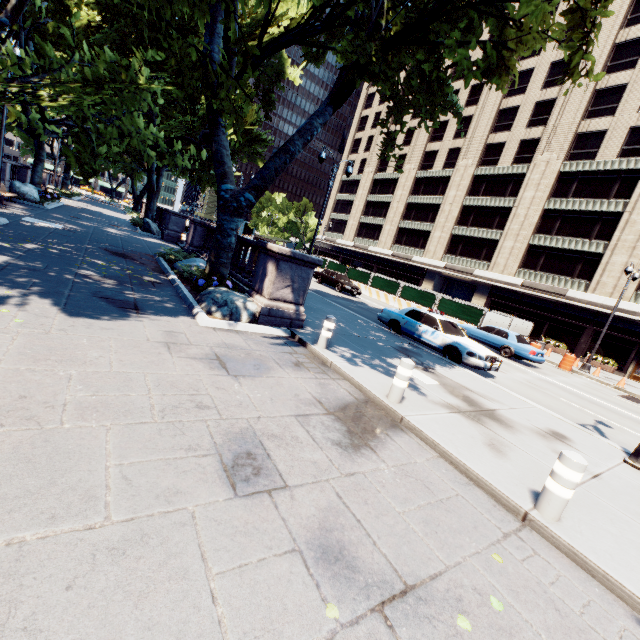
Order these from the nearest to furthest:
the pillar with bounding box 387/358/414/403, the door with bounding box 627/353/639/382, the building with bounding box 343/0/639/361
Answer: the pillar with bounding box 387/358/414/403 < the door with bounding box 627/353/639/382 < the building with bounding box 343/0/639/361

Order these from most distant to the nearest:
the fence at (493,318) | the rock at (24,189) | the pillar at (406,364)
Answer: the fence at (493,318) < the rock at (24,189) < the pillar at (406,364)

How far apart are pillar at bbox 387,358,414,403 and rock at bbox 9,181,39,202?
25.6m

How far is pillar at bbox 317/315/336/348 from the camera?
7.93m

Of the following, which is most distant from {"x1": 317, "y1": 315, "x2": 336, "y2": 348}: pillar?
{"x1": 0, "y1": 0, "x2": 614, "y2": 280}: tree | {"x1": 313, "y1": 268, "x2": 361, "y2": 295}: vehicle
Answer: {"x1": 313, "y1": 268, "x2": 361, "y2": 295}: vehicle

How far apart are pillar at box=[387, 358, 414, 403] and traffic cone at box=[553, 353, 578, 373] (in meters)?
19.74

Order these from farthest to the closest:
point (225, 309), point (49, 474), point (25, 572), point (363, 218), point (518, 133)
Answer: point (363, 218), point (518, 133), point (225, 309), point (49, 474), point (25, 572)

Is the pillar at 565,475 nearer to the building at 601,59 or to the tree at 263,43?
the tree at 263,43
